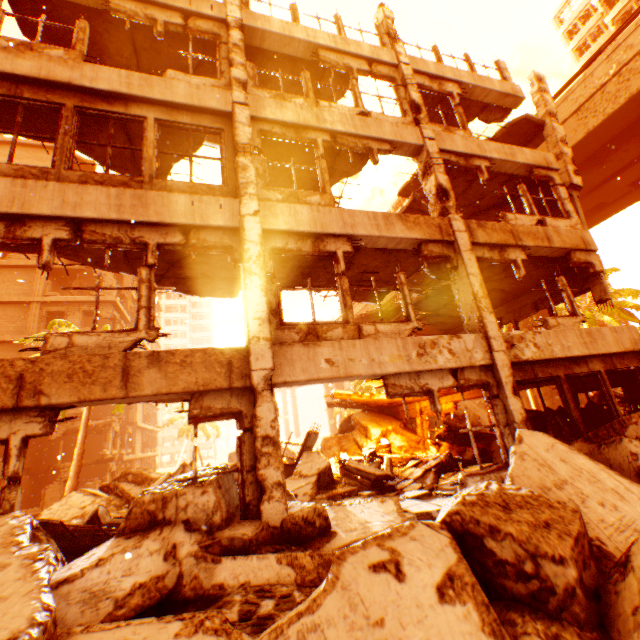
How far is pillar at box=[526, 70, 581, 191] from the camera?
11.00m

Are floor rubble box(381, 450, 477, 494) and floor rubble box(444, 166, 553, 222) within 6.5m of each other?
no

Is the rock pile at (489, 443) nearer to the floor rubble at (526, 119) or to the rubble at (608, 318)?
the rubble at (608, 318)

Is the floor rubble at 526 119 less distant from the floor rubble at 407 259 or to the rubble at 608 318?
the floor rubble at 407 259

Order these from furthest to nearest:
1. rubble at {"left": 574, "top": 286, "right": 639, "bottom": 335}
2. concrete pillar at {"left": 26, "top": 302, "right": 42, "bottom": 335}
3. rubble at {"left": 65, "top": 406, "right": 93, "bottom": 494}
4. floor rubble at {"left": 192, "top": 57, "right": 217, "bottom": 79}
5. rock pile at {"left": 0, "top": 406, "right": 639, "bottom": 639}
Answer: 1. concrete pillar at {"left": 26, "top": 302, "right": 42, "bottom": 335}
2. rubble at {"left": 574, "top": 286, "right": 639, "bottom": 335}
3. rubble at {"left": 65, "top": 406, "right": 93, "bottom": 494}
4. floor rubble at {"left": 192, "top": 57, "right": 217, "bottom": 79}
5. rock pile at {"left": 0, "top": 406, "right": 639, "bottom": 639}

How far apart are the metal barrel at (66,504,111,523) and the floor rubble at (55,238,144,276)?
5.13m

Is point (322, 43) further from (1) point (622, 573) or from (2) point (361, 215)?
(1) point (622, 573)

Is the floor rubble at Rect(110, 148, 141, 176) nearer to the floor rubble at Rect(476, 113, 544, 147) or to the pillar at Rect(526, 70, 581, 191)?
the floor rubble at Rect(476, 113, 544, 147)
